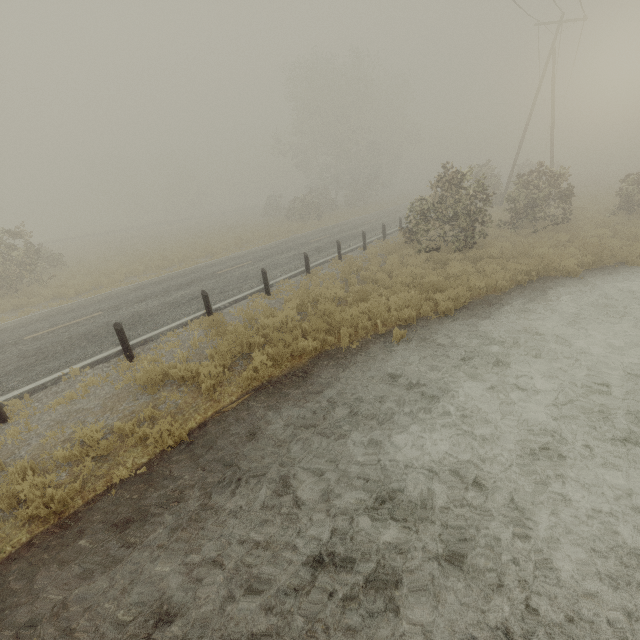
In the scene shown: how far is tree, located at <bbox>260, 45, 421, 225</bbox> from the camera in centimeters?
3697cm

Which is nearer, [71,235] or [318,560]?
[318,560]

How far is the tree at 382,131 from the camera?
37.0 meters
